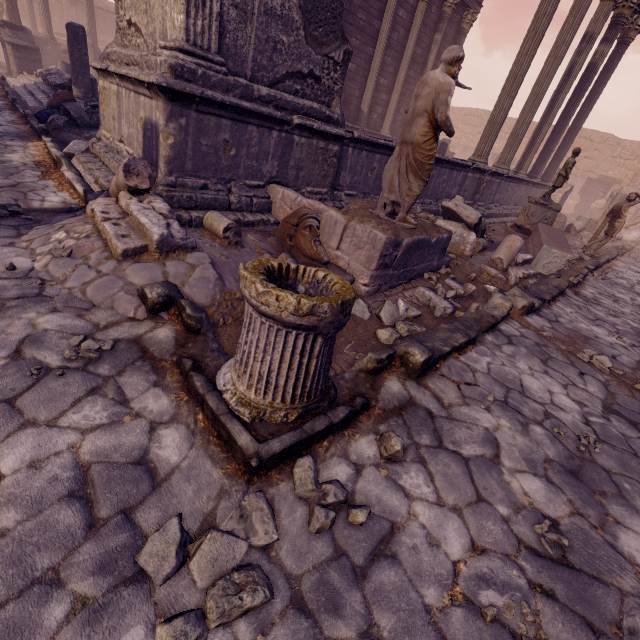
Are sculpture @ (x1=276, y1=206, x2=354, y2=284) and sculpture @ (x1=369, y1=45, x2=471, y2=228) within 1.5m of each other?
yes

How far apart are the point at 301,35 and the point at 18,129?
6.4m

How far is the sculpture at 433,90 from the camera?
3.39m

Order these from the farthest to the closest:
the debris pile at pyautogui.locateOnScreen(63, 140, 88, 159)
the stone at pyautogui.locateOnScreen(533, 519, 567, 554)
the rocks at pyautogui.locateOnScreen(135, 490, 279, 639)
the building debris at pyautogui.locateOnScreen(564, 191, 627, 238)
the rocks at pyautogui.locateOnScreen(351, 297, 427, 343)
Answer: the building debris at pyautogui.locateOnScreen(564, 191, 627, 238) → the debris pile at pyautogui.locateOnScreen(63, 140, 88, 159) → the rocks at pyautogui.locateOnScreen(351, 297, 427, 343) → the stone at pyautogui.locateOnScreen(533, 519, 567, 554) → the rocks at pyautogui.locateOnScreen(135, 490, 279, 639)

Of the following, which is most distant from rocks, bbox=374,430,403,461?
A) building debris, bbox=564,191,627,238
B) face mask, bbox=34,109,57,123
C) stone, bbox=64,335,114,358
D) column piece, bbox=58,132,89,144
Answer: building debris, bbox=564,191,627,238

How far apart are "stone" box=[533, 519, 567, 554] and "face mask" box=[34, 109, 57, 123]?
11.5m

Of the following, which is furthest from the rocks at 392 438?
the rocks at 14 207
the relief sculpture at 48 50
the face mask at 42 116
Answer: the face mask at 42 116

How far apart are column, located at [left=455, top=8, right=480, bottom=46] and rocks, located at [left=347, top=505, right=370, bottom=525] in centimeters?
1926cm
